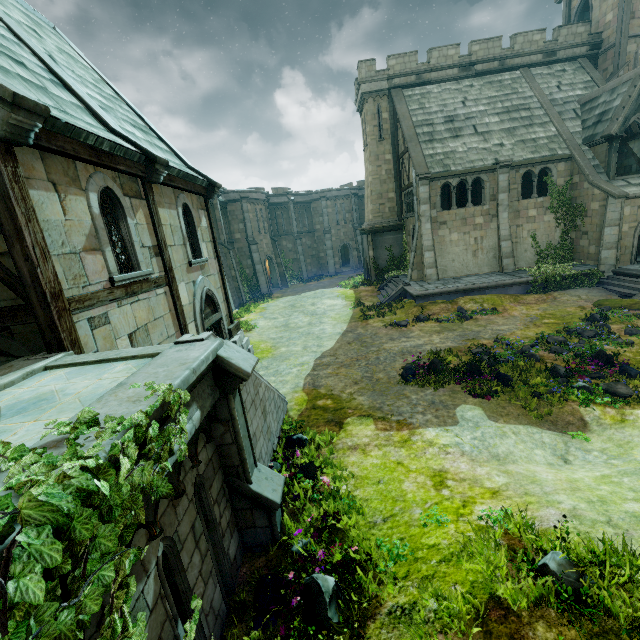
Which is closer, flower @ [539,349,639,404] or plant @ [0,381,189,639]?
plant @ [0,381,189,639]

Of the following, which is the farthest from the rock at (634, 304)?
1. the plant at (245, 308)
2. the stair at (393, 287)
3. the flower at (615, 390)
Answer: the plant at (245, 308)

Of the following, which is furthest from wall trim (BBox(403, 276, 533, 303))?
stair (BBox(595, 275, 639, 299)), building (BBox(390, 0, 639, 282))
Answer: stair (BBox(595, 275, 639, 299))

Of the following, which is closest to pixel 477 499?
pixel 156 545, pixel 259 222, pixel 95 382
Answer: pixel 156 545

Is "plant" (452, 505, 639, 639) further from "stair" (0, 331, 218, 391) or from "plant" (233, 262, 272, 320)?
"plant" (233, 262, 272, 320)

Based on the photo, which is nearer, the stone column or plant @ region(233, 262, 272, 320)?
the stone column

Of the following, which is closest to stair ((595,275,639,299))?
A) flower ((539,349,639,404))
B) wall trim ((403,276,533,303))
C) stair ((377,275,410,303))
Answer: wall trim ((403,276,533,303))

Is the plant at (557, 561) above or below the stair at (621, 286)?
above
